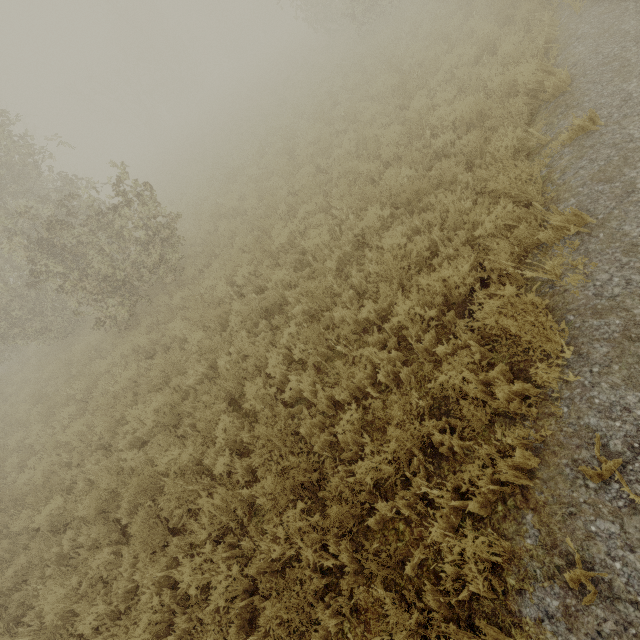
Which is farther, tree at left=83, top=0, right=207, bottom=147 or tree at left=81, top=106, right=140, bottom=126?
tree at left=81, top=106, right=140, bottom=126

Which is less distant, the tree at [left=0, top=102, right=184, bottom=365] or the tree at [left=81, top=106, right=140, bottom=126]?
the tree at [left=0, top=102, right=184, bottom=365]

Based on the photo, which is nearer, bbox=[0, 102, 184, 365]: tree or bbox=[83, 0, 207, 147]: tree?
bbox=[0, 102, 184, 365]: tree

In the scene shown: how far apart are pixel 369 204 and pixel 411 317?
3.4 meters

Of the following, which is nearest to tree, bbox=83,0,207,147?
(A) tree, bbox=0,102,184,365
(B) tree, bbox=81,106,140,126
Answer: (B) tree, bbox=81,106,140,126

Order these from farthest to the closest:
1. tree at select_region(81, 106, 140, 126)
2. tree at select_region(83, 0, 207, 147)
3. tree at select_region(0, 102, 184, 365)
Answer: tree at select_region(81, 106, 140, 126) → tree at select_region(83, 0, 207, 147) → tree at select_region(0, 102, 184, 365)

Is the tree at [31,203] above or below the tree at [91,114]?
below

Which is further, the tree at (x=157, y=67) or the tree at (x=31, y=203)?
the tree at (x=157, y=67)
